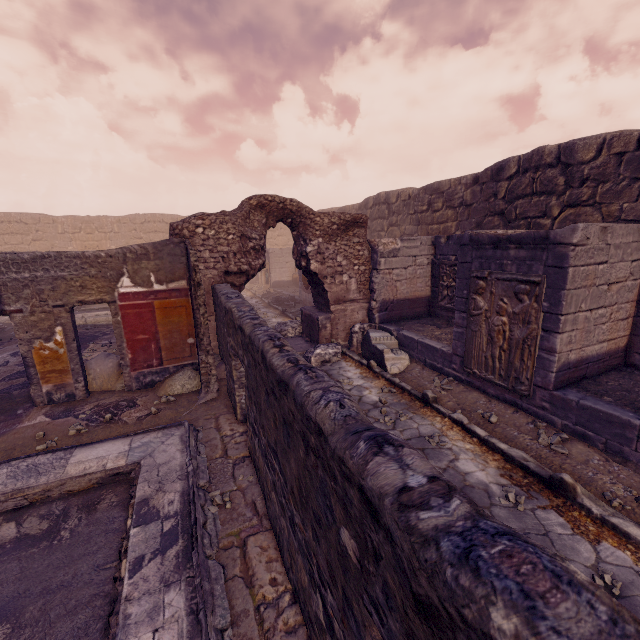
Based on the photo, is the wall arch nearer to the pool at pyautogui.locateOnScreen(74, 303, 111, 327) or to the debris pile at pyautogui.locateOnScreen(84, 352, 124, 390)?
the debris pile at pyautogui.locateOnScreen(84, 352, 124, 390)

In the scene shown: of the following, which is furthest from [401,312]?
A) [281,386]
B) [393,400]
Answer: [281,386]

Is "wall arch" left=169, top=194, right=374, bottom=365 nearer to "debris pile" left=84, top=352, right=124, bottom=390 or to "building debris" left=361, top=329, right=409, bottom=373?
"debris pile" left=84, top=352, right=124, bottom=390

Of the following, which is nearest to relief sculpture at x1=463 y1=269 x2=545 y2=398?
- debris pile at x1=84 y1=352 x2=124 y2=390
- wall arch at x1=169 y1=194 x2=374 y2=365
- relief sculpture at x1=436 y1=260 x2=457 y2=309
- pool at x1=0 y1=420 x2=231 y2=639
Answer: relief sculpture at x1=436 y1=260 x2=457 y2=309

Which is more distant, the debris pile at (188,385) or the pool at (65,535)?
the debris pile at (188,385)

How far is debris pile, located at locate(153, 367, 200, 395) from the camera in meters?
6.1 m

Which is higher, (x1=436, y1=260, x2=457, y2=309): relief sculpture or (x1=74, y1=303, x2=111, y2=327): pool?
(x1=436, y1=260, x2=457, y2=309): relief sculpture

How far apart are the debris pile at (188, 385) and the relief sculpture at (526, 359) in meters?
5.2
